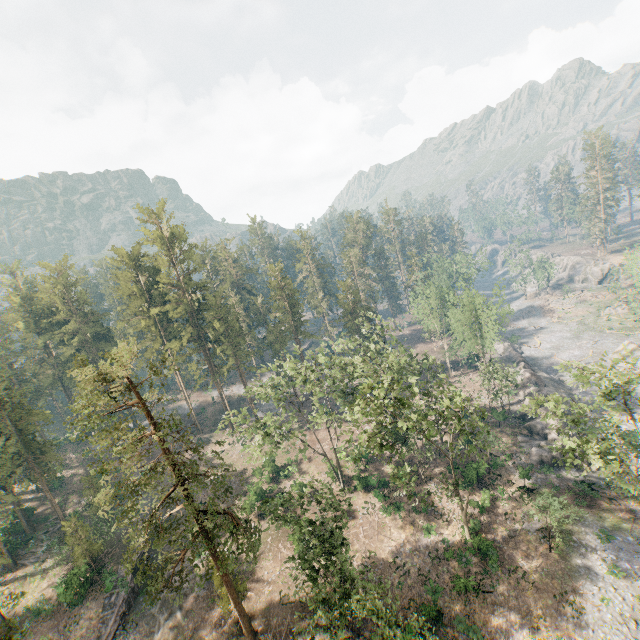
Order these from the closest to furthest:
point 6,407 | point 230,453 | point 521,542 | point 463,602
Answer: point 463,602 < point 521,542 < point 6,407 < point 230,453

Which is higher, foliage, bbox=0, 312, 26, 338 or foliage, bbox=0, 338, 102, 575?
foliage, bbox=0, 312, 26, 338

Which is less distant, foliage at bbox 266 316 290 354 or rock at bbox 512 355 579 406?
rock at bbox 512 355 579 406

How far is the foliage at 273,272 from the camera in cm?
5750

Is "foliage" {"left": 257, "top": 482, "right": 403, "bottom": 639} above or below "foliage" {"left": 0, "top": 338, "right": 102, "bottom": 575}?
below

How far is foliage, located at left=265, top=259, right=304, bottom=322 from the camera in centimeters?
5750cm

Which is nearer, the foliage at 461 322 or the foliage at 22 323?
the foliage at 461 322

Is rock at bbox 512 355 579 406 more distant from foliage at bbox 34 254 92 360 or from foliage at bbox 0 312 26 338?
foliage at bbox 0 312 26 338
